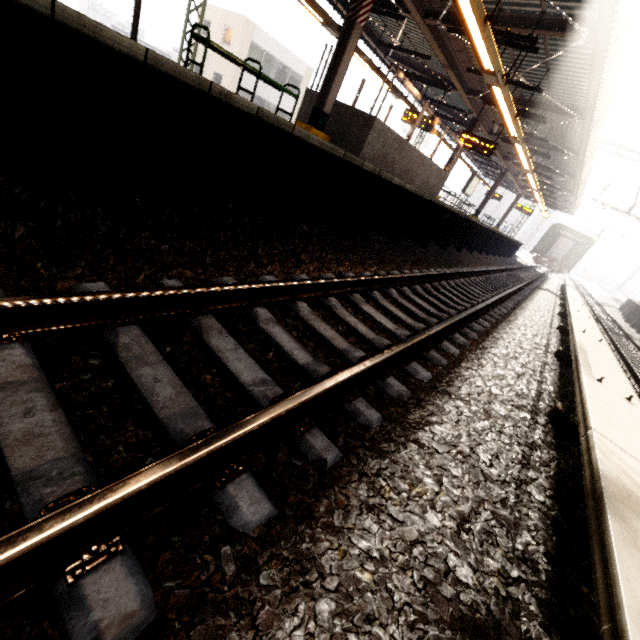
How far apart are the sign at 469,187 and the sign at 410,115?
6.0m

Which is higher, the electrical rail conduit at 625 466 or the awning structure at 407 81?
the awning structure at 407 81

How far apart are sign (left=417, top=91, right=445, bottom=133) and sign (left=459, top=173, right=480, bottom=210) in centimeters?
603cm

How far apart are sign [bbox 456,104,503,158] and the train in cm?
2587

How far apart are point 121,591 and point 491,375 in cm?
322

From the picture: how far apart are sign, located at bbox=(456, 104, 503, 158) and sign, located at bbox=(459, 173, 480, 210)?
6.02m

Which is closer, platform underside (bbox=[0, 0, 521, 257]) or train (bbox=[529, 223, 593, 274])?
platform underside (bbox=[0, 0, 521, 257])

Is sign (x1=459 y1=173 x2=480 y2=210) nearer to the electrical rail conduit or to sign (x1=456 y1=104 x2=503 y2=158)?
sign (x1=456 y1=104 x2=503 y2=158)
